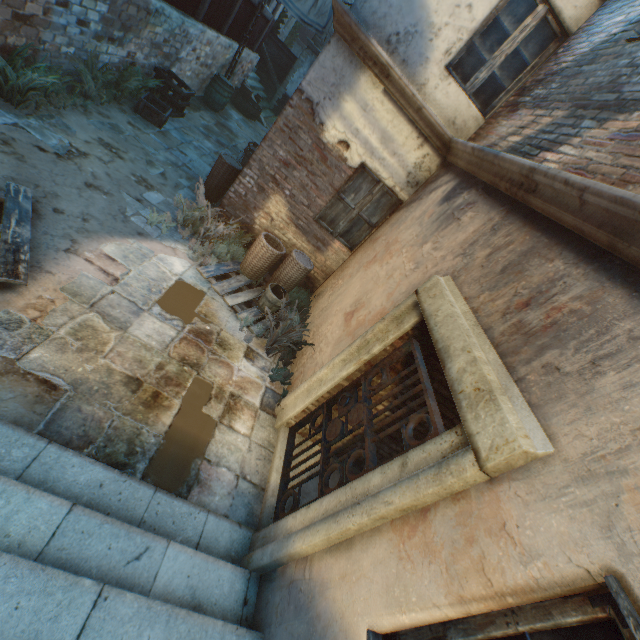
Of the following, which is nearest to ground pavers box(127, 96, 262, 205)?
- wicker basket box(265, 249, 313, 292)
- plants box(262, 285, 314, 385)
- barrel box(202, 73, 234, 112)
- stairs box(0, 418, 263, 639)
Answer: barrel box(202, 73, 234, 112)

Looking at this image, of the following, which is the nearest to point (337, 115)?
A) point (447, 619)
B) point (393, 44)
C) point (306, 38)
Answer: point (393, 44)

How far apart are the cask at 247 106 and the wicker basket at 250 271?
11.2m

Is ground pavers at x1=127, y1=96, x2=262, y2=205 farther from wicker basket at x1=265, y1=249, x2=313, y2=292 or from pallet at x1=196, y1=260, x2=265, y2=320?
wicker basket at x1=265, y1=249, x2=313, y2=292

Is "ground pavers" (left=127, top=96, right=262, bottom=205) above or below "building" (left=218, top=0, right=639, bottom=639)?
below

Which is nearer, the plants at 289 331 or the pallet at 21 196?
the pallet at 21 196

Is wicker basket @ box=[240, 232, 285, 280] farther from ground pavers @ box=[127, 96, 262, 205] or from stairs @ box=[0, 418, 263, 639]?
stairs @ box=[0, 418, 263, 639]

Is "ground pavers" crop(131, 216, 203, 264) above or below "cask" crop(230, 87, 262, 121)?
below
